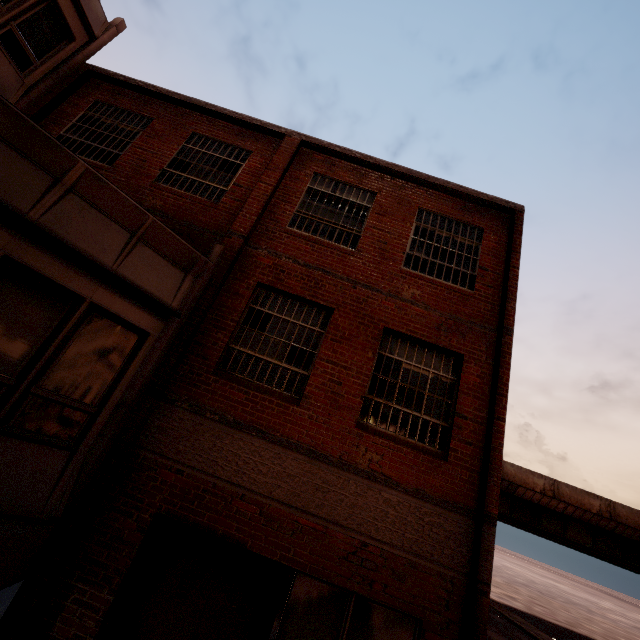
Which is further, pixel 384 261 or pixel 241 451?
pixel 384 261
